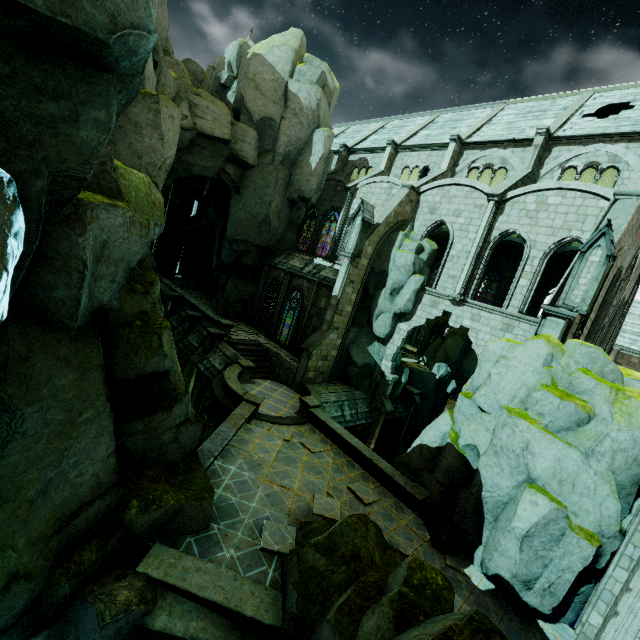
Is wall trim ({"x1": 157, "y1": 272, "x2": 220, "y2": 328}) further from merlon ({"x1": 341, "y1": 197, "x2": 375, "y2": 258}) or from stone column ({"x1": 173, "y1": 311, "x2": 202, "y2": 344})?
merlon ({"x1": 341, "y1": 197, "x2": 375, "y2": 258})

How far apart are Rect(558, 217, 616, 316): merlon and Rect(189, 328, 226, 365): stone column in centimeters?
1924cm

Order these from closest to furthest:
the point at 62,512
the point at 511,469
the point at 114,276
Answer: the point at 62,512 → the point at 114,276 → the point at 511,469

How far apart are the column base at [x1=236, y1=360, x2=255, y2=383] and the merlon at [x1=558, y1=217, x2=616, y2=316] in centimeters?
1592cm

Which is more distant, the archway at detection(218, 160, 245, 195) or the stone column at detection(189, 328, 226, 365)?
the archway at detection(218, 160, 245, 195)

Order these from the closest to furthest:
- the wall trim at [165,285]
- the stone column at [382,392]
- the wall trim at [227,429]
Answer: the wall trim at [227,429], the stone column at [382,392], the wall trim at [165,285]

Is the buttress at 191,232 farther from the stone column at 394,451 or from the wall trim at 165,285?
the stone column at 394,451

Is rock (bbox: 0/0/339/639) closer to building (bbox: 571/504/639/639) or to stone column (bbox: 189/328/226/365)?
building (bbox: 571/504/639/639)
